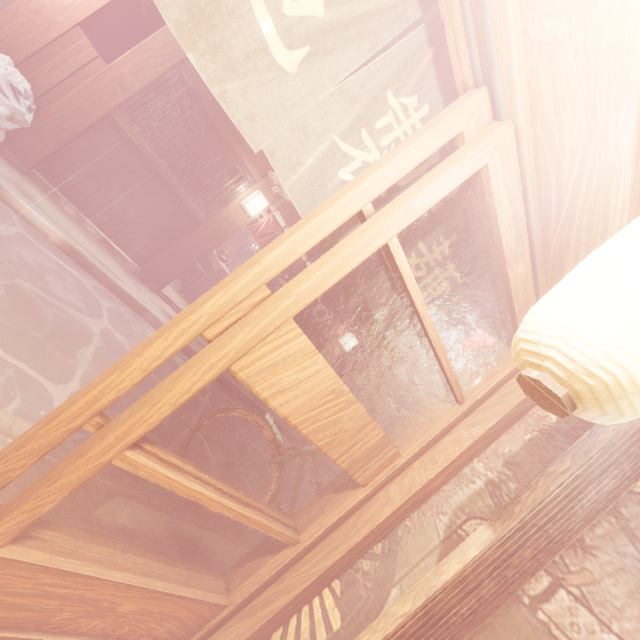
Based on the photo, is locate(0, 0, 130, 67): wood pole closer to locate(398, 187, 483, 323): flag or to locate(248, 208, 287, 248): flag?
locate(248, 208, 287, 248): flag

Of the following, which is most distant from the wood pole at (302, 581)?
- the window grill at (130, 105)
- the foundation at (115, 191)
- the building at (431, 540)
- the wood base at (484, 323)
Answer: the window grill at (130, 105)

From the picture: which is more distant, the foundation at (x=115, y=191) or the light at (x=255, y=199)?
the light at (x=255, y=199)

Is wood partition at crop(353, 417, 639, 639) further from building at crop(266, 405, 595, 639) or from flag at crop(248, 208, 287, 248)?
flag at crop(248, 208, 287, 248)

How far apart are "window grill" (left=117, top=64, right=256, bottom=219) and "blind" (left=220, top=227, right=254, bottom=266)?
14.1m

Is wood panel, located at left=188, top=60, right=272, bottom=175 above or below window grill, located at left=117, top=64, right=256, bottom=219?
above

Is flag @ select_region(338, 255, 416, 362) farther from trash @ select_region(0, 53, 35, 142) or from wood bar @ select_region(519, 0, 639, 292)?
trash @ select_region(0, 53, 35, 142)

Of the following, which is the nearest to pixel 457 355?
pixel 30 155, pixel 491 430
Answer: pixel 491 430
